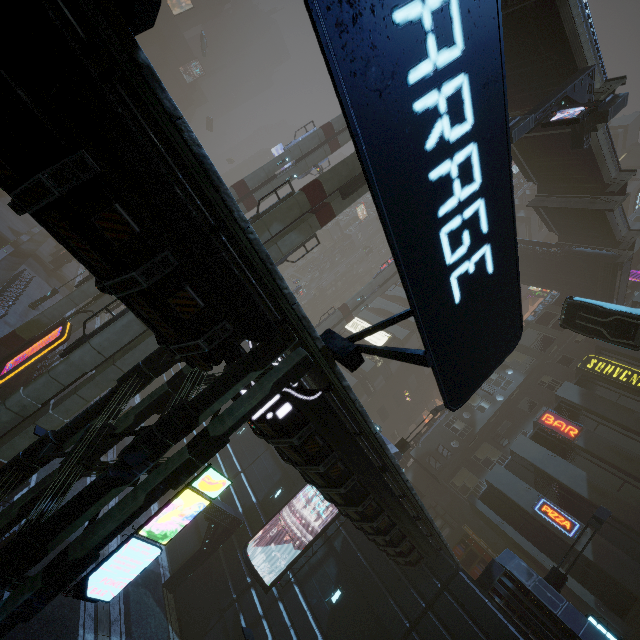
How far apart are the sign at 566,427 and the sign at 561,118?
20.2 meters

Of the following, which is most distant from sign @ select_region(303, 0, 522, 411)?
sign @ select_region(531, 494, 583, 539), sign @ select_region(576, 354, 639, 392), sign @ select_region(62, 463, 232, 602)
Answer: sign @ select_region(576, 354, 639, 392)

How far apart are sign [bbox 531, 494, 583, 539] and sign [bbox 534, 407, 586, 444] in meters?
4.4 m

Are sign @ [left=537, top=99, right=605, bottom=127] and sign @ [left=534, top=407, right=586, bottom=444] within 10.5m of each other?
no

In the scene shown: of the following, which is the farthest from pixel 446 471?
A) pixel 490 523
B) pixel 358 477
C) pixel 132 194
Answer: pixel 132 194

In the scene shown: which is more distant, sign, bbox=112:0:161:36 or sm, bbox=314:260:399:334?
sm, bbox=314:260:399:334

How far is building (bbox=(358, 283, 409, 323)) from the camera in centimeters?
4381cm

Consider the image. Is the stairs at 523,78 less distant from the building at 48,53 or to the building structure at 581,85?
the building structure at 581,85
